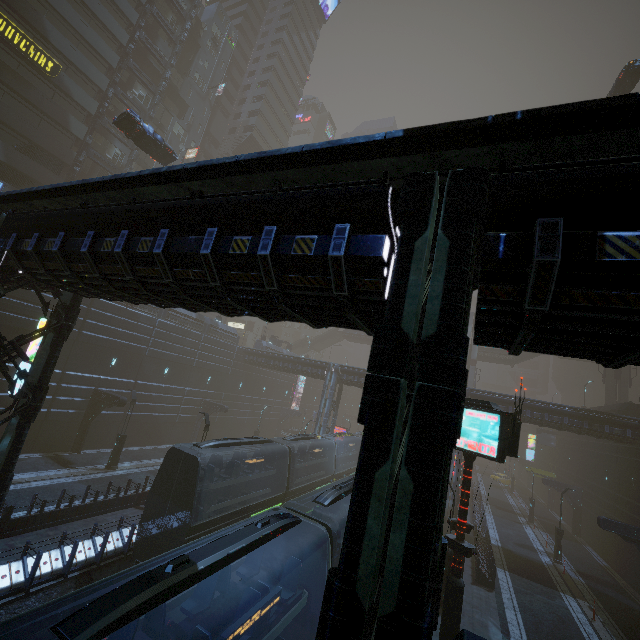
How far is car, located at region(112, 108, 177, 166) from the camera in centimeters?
2241cm

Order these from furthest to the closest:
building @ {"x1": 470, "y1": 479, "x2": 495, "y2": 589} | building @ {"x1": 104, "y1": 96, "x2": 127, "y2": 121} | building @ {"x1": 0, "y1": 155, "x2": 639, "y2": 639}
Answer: building @ {"x1": 104, "y1": 96, "x2": 127, "y2": 121} → building @ {"x1": 470, "y1": 479, "x2": 495, "y2": 589} → building @ {"x1": 0, "y1": 155, "x2": 639, "y2": 639}

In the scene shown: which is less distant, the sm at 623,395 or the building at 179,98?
the sm at 623,395

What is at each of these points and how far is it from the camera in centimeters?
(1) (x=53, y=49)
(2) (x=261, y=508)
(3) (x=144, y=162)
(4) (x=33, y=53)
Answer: (1) building, 2919cm
(2) train, 1789cm
(3) building, 4041cm
(4) sign, 2753cm

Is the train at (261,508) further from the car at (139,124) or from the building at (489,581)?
the car at (139,124)

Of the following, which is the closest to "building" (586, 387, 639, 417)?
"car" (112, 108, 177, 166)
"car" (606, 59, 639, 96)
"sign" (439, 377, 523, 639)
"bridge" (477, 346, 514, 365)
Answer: "sign" (439, 377, 523, 639)

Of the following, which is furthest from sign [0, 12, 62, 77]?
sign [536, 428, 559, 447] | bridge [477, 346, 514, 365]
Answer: sign [536, 428, 559, 447]
